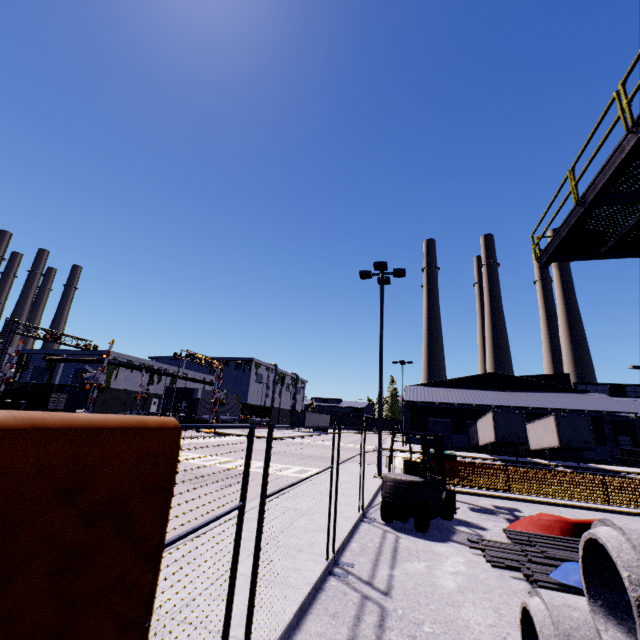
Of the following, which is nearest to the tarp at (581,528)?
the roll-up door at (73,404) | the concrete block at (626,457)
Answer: the concrete block at (626,457)

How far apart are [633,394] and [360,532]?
60.2 meters

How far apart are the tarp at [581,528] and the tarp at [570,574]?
2.4m

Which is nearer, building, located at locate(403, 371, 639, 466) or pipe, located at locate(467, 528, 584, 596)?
pipe, located at locate(467, 528, 584, 596)

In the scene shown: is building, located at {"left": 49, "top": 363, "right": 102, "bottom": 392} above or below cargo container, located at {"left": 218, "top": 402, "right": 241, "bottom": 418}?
above

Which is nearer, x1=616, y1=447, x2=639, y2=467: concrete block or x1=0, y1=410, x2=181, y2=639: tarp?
x1=0, y1=410, x2=181, y2=639: tarp

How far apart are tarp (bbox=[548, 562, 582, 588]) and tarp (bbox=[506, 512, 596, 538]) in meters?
2.4 m

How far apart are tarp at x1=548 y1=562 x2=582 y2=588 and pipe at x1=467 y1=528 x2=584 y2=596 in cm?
7
